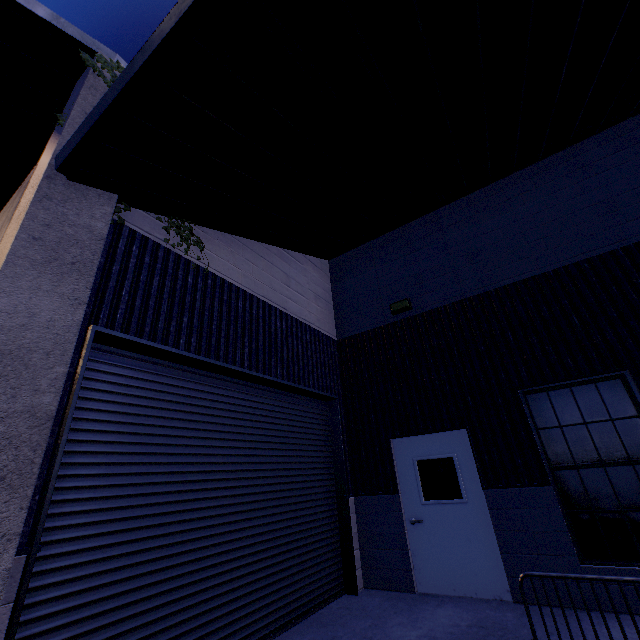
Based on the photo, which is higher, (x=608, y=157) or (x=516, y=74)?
(x=608, y=157)

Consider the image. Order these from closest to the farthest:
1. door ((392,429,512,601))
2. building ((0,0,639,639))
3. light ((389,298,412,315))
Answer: building ((0,0,639,639)), door ((392,429,512,601)), light ((389,298,412,315))

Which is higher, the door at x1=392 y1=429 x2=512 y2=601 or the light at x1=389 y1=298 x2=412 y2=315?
the light at x1=389 y1=298 x2=412 y2=315

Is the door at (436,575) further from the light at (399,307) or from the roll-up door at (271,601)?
the light at (399,307)

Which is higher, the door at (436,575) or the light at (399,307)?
the light at (399,307)

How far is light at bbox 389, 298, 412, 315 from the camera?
7.2m

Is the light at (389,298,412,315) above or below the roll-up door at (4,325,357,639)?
above

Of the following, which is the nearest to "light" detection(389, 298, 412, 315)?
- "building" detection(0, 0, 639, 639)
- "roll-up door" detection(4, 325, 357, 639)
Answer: "building" detection(0, 0, 639, 639)
